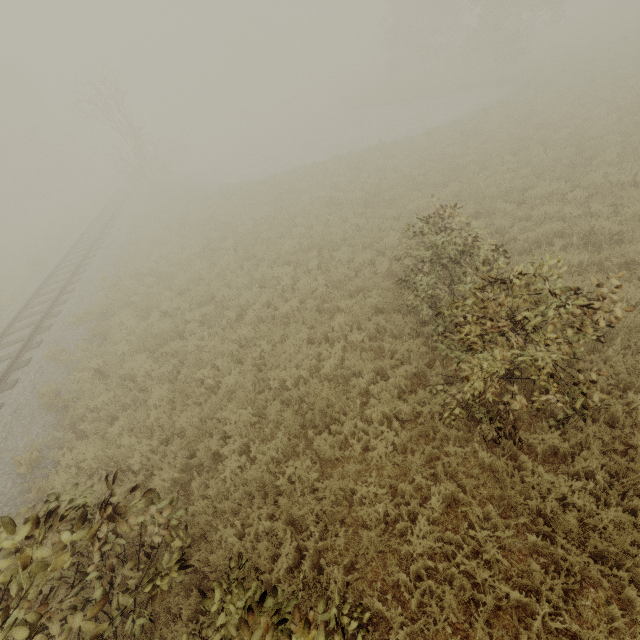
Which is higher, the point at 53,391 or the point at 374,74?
the point at 53,391
